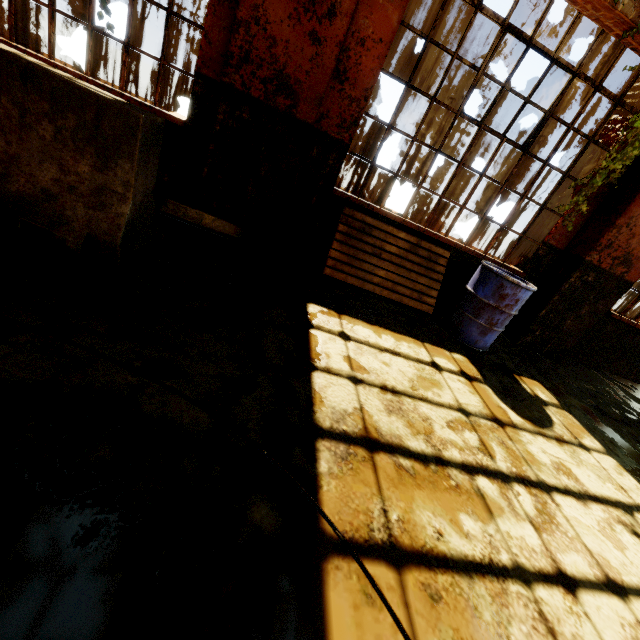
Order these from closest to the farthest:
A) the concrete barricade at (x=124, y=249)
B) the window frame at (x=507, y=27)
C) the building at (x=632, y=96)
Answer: the concrete barricade at (x=124, y=249) → the window frame at (x=507, y=27) → the building at (x=632, y=96)

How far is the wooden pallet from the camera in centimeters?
414cm

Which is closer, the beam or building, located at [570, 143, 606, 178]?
the beam

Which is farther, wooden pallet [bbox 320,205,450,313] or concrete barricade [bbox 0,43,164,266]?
wooden pallet [bbox 320,205,450,313]

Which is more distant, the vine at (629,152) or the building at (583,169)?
the building at (583,169)

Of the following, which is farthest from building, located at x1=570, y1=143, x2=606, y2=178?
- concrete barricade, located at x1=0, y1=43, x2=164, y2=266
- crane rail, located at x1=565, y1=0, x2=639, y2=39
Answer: concrete barricade, located at x1=0, y1=43, x2=164, y2=266

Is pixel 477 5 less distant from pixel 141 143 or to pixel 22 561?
pixel 141 143

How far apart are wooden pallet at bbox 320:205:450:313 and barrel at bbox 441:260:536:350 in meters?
0.2 m
